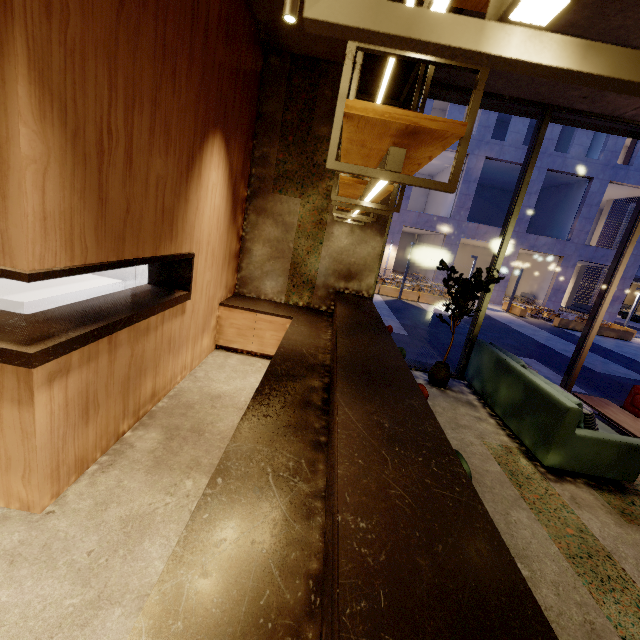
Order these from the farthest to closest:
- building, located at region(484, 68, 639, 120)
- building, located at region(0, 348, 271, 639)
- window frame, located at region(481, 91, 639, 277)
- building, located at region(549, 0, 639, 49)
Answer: window frame, located at region(481, 91, 639, 277) < building, located at region(484, 68, 639, 120) < building, located at region(549, 0, 639, 49) < building, located at region(0, 348, 271, 639)

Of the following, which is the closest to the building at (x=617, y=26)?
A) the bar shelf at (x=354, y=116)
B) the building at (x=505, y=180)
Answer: the bar shelf at (x=354, y=116)

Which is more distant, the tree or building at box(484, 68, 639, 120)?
the tree

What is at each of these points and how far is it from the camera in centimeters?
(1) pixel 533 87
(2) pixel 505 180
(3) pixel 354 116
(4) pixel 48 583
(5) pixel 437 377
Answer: (1) building, 448cm
(2) building, 2473cm
(3) bar shelf, 117cm
(4) building, 179cm
(5) pot, 538cm

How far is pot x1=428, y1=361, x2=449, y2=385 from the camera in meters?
5.4 m

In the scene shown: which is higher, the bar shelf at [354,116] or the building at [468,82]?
the building at [468,82]

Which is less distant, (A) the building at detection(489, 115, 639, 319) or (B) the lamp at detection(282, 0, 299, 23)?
(B) the lamp at detection(282, 0, 299, 23)

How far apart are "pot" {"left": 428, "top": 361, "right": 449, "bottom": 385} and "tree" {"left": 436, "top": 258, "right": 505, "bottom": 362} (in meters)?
0.01
